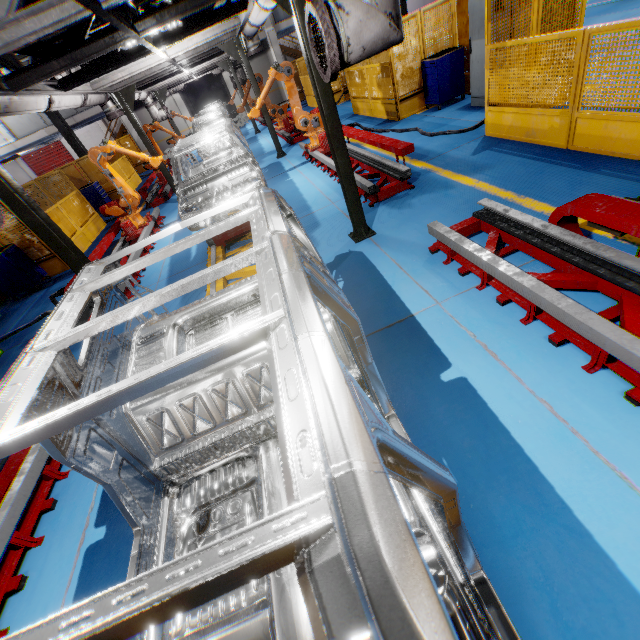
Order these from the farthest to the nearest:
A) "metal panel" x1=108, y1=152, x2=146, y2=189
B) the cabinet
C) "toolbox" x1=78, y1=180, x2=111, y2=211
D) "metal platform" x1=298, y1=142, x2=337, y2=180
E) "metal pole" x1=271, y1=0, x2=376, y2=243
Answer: "metal panel" x1=108, y1=152, x2=146, y2=189 < "toolbox" x1=78, y1=180, x2=111, y2=211 < "metal platform" x1=298, y1=142, x2=337, y2=180 < the cabinet < "metal pole" x1=271, y1=0, x2=376, y2=243

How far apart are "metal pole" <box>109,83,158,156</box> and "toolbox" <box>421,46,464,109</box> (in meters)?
8.27

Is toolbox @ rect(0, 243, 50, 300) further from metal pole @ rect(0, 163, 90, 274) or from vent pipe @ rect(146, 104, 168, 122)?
metal pole @ rect(0, 163, 90, 274)

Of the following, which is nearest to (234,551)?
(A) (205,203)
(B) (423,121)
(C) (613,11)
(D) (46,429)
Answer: (D) (46,429)

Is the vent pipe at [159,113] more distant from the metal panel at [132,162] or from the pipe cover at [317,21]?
the pipe cover at [317,21]

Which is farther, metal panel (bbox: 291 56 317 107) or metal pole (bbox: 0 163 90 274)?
metal panel (bbox: 291 56 317 107)

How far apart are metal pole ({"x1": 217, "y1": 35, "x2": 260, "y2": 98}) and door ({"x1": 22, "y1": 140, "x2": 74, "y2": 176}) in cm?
2968

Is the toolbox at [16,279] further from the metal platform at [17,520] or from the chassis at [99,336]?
the metal platform at [17,520]
